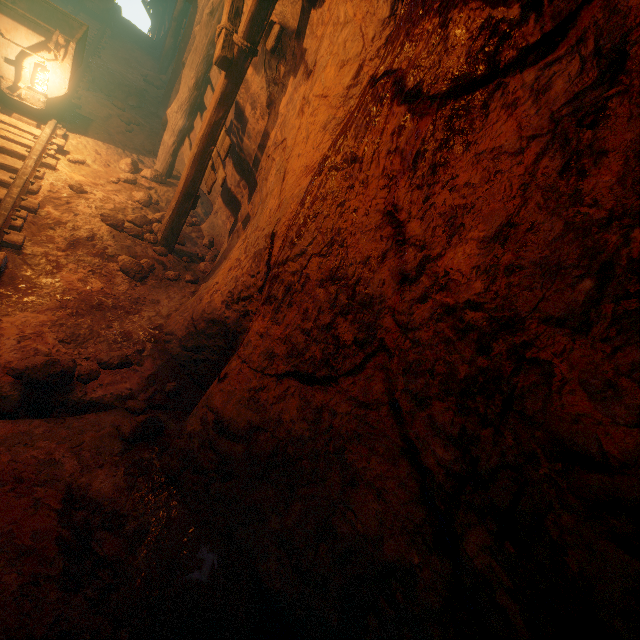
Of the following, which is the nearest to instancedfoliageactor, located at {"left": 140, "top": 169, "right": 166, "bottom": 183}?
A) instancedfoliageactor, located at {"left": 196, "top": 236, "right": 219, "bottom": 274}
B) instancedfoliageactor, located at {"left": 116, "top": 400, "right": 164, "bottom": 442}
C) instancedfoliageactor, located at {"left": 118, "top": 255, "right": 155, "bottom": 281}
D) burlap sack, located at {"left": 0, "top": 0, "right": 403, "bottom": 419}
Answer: burlap sack, located at {"left": 0, "top": 0, "right": 403, "bottom": 419}

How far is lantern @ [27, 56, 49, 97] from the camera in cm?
463

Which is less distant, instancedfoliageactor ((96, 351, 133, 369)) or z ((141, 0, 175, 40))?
instancedfoliageactor ((96, 351, 133, 369))

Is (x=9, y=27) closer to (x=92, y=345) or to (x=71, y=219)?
(x=71, y=219)

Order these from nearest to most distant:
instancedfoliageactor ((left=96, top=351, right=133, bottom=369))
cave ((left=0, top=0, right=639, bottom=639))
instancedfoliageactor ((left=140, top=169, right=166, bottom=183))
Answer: cave ((left=0, top=0, right=639, bottom=639))
instancedfoliageactor ((left=96, top=351, right=133, bottom=369))
instancedfoliageactor ((left=140, top=169, right=166, bottom=183))

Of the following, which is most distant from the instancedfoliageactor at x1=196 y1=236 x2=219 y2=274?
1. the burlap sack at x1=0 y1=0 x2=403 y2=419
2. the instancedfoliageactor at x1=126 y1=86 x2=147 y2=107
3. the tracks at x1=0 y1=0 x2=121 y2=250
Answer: the instancedfoliageactor at x1=126 y1=86 x2=147 y2=107

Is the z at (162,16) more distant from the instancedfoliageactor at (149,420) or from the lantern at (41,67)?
the instancedfoliageactor at (149,420)

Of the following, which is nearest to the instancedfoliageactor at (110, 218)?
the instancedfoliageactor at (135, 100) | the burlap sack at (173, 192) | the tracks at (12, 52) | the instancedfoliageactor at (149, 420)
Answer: the burlap sack at (173, 192)
